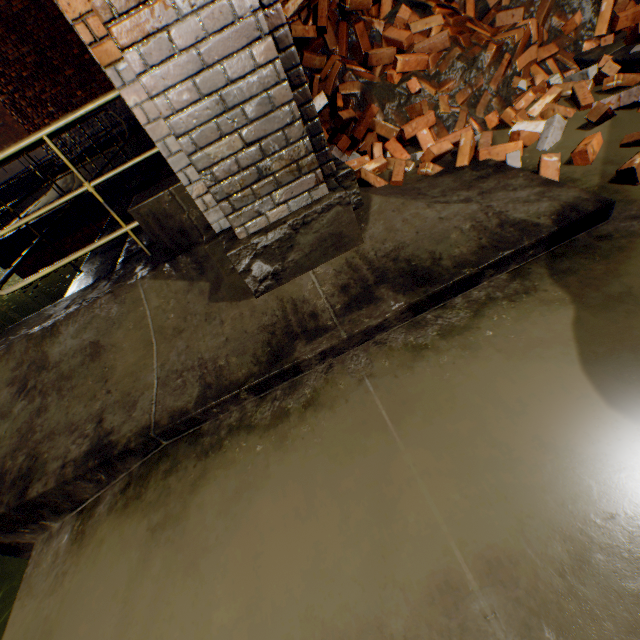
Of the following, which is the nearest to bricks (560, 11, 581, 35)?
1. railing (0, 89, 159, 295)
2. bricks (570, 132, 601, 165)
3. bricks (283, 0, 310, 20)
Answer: bricks (283, 0, 310, 20)

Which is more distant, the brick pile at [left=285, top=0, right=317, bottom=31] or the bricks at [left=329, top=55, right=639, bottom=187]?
the brick pile at [left=285, top=0, right=317, bottom=31]

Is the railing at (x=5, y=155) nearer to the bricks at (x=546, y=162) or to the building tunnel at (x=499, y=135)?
the building tunnel at (x=499, y=135)

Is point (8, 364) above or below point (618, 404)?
above

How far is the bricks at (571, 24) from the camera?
3.10m

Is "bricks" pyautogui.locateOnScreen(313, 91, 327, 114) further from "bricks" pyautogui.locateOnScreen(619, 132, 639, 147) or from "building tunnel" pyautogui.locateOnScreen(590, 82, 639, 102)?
"bricks" pyautogui.locateOnScreen(619, 132, 639, 147)

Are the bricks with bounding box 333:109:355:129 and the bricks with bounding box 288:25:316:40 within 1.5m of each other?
yes

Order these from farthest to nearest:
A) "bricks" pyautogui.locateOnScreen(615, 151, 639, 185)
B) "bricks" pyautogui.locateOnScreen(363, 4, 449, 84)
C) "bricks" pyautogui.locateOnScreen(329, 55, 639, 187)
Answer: "bricks" pyautogui.locateOnScreen(363, 4, 449, 84) → "bricks" pyautogui.locateOnScreen(329, 55, 639, 187) → "bricks" pyautogui.locateOnScreen(615, 151, 639, 185)
